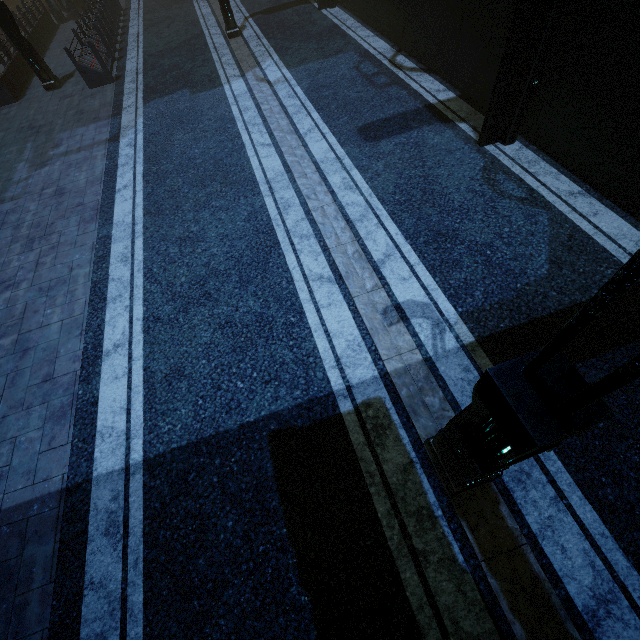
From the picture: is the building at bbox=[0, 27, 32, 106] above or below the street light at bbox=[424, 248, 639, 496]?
below

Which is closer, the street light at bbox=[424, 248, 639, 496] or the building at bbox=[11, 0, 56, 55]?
the street light at bbox=[424, 248, 639, 496]

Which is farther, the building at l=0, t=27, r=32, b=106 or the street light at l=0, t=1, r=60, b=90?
the building at l=0, t=27, r=32, b=106

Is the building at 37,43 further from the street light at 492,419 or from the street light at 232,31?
the street light at 492,419

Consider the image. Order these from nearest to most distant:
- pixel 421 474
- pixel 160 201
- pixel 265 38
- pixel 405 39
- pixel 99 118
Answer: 1. pixel 421 474
2. pixel 160 201
3. pixel 405 39
4. pixel 99 118
5. pixel 265 38

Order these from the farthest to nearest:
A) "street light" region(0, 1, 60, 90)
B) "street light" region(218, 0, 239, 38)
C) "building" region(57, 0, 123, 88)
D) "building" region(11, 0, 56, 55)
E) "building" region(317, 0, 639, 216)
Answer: "building" region(11, 0, 56, 55), "street light" region(218, 0, 239, 38), "building" region(57, 0, 123, 88), "street light" region(0, 1, 60, 90), "building" region(317, 0, 639, 216)

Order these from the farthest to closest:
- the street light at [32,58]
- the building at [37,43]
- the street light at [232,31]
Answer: the building at [37,43]
the street light at [232,31]
the street light at [32,58]

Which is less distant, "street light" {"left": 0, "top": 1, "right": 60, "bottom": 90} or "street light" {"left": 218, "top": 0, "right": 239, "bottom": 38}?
"street light" {"left": 0, "top": 1, "right": 60, "bottom": 90}
